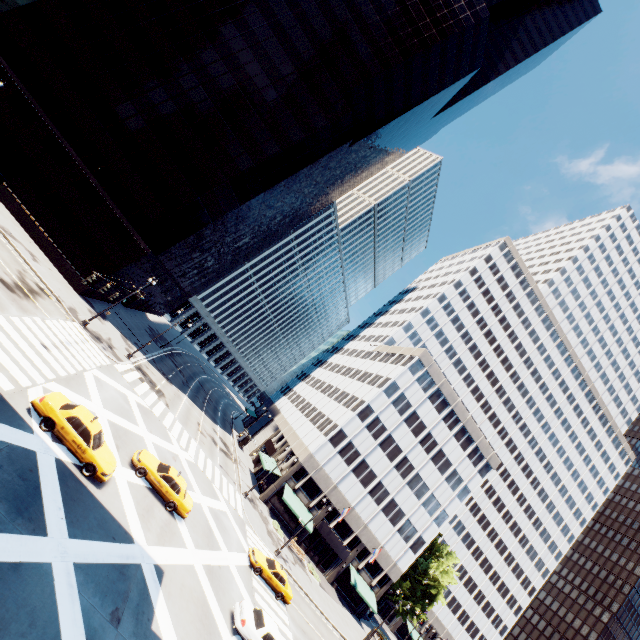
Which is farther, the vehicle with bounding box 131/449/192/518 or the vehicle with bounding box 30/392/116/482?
the vehicle with bounding box 131/449/192/518

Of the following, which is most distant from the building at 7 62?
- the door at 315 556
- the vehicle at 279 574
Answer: the door at 315 556

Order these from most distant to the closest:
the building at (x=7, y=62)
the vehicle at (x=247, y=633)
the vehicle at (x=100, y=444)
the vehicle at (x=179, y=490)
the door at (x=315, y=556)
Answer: the door at (x=315, y=556) < the building at (x=7, y=62) < the vehicle at (x=179, y=490) < the vehicle at (x=247, y=633) < the vehicle at (x=100, y=444)

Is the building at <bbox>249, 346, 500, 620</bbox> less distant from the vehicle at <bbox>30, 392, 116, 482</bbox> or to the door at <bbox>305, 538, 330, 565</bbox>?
the door at <bbox>305, 538, 330, 565</bbox>

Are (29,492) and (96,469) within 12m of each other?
yes

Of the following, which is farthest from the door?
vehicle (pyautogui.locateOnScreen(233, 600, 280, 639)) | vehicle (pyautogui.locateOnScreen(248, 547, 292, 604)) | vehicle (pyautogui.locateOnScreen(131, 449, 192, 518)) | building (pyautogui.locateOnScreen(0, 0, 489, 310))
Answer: building (pyautogui.locateOnScreen(0, 0, 489, 310))

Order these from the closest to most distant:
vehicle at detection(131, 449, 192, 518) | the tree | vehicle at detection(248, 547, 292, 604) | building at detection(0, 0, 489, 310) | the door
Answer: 1. vehicle at detection(131, 449, 192, 518)
2. vehicle at detection(248, 547, 292, 604)
3. building at detection(0, 0, 489, 310)
4. the door
5. the tree
